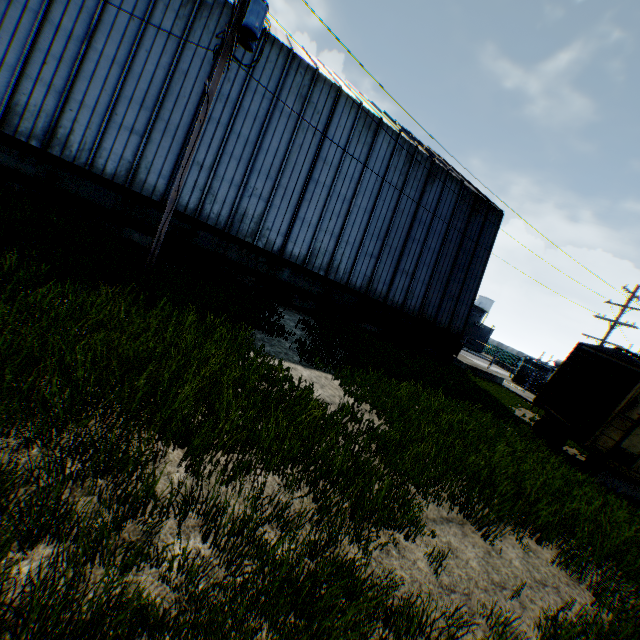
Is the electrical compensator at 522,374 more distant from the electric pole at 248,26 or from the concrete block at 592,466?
the electric pole at 248,26

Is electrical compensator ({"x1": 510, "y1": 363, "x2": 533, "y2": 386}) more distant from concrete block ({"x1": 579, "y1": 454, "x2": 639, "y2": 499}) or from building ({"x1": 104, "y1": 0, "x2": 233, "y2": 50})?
concrete block ({"x1": 579, "y1": 454, "x2": 639, "y2": 499})

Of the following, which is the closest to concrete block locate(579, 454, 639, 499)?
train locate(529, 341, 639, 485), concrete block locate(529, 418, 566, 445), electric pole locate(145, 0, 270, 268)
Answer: train locate(529, 341, 639, 485)

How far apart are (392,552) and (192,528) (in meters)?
2.44

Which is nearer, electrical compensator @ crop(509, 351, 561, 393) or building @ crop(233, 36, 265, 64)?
building @ crop(233, 36, 265, 64)

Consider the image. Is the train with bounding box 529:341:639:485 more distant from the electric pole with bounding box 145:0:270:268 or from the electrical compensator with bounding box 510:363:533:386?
the electrical compensator with bounding box 510:363:533:386

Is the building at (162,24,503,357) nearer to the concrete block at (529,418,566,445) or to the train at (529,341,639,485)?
the train at (529,341,639,485)

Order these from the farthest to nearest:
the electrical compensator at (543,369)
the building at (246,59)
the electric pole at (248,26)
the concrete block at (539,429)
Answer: the electrical compensator at (543,369) → the building at (246,59) → the concrete block at (539,429) → the electric pole at (248,26)
